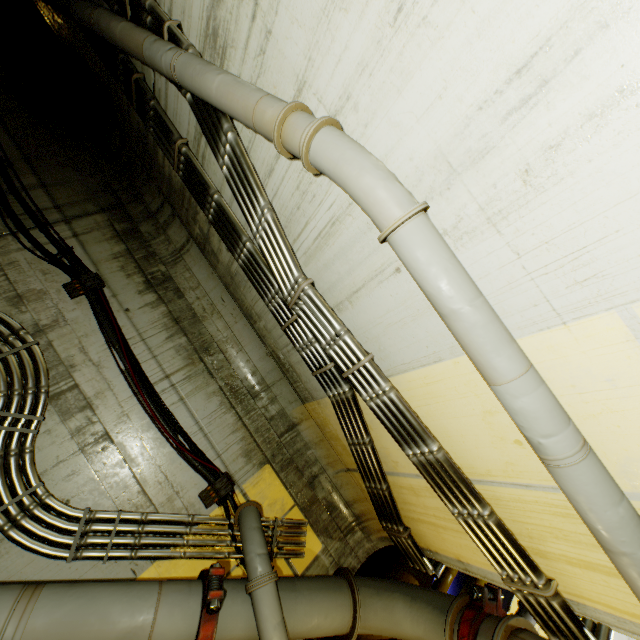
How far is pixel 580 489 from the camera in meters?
1.6 m

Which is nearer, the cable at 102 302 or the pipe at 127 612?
the pipe at 127 612

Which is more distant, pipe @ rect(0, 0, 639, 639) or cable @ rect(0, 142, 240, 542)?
cable @ rect(0, 142, 240, 542)
